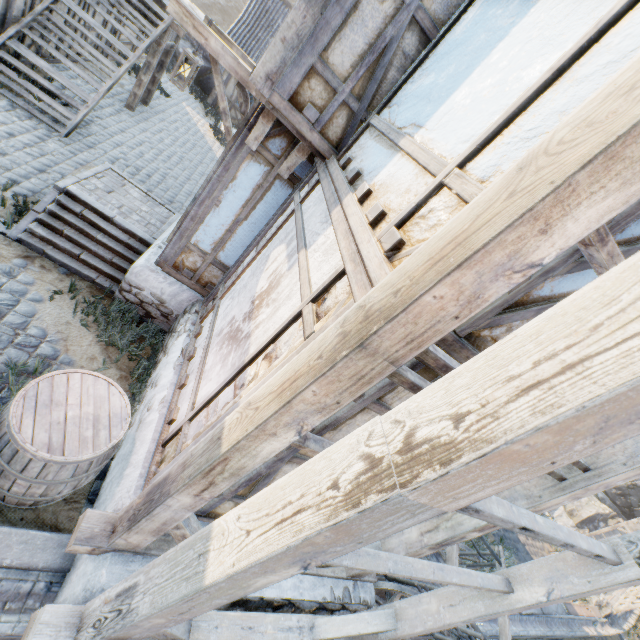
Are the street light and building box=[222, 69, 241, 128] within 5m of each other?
no

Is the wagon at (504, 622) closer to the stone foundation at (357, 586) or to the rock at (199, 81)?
the stone foundation at (357, 586)

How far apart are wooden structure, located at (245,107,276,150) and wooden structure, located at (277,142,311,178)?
0.4 meters

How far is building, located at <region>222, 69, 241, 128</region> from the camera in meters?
16.1

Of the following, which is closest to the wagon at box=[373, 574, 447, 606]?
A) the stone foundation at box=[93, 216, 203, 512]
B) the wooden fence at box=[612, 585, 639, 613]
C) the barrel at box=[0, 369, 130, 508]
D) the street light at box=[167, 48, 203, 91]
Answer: the stone foundation at box=[93, 216, 203, 512]

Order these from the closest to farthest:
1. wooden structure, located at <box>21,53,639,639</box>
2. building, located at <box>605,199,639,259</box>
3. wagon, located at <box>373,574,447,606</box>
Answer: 1. wooden structure, located at <box>21,53,639,639</box>
2. building, located at <box>605,199,639,259</box>
3. wagon, located at <box>373,574,447,606</box>

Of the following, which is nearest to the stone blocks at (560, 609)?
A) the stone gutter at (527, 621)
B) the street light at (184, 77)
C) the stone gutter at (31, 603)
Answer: the stone gutter at (527, 621)

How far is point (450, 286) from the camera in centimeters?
120cm
